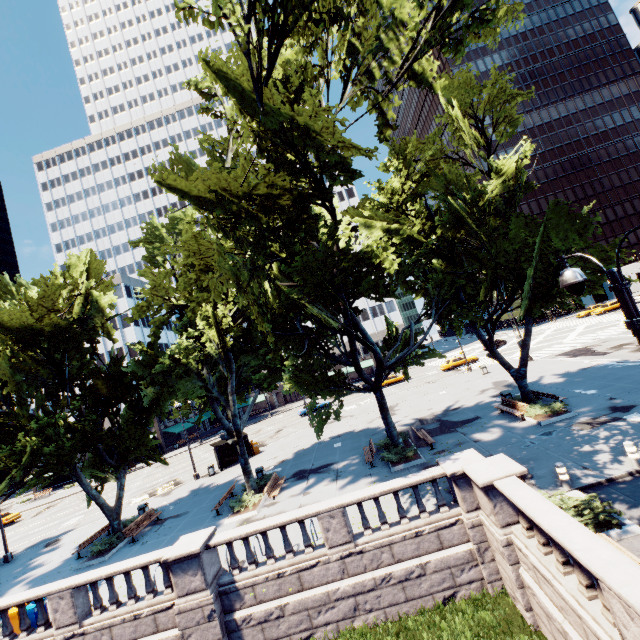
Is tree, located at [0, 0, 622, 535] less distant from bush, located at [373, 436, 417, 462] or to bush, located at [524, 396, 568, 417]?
bush, located at [373, 436, 417, 462]

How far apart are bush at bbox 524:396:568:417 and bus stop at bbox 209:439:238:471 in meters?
24.0

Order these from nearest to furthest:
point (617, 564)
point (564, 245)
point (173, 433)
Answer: point (617, 564)
point (564, 245)
point (173, 433)

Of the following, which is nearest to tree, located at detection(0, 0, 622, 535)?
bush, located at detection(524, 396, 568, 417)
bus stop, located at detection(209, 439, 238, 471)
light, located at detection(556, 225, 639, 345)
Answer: bush, located at detection(524, 396, 568, 417)

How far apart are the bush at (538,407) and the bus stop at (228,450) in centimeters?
2398cm

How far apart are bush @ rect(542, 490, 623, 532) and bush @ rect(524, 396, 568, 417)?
7.7m

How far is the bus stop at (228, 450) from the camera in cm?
2989

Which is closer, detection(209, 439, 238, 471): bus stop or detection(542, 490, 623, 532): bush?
detection(542, 490, 623, 532): bush
